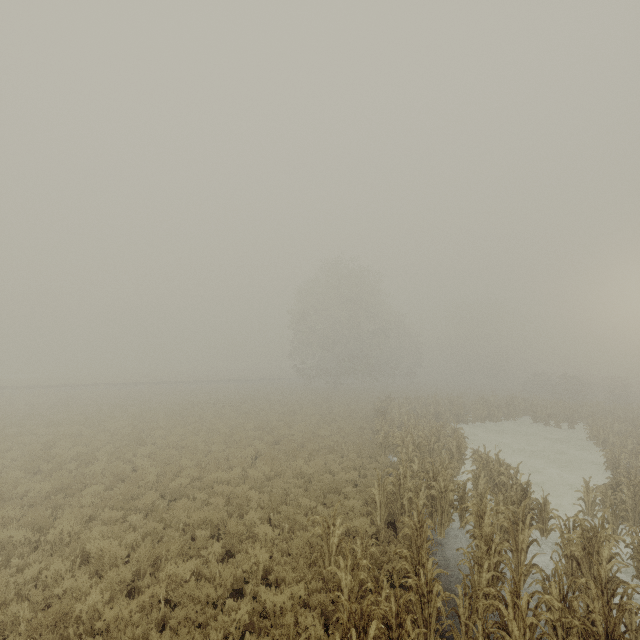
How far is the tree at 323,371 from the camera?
Result: 38.59m

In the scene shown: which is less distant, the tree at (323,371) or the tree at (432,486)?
the tree at (432,486)

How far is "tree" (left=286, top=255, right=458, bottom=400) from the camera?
38.59m

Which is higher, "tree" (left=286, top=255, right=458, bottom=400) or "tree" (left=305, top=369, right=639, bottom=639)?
Result: "tree" (left=286, top=255, right=458, bottom=400)

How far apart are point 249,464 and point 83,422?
13.48m

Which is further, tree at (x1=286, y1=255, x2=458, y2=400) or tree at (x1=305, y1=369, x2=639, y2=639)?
tree at (x1=286, y1=255, x2=458, y2=400)
